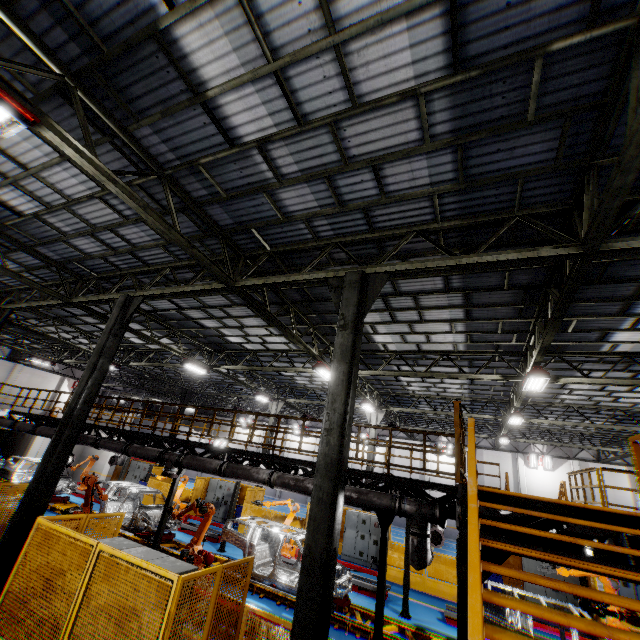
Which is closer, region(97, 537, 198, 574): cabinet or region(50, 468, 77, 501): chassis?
region(97, 537, 198, 574): cabinet

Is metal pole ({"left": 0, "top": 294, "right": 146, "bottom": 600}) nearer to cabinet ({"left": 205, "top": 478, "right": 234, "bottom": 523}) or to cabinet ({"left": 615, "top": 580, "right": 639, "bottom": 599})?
cabinet ({"left": 205, "top": 478, "right": 234, "bottom": 523})

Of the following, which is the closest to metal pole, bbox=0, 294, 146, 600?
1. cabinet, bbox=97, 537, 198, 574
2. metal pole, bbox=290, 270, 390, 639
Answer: cabinet, bbox=97, 537, 198, 574

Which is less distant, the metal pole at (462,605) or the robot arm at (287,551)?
the metal pole at (462,605)

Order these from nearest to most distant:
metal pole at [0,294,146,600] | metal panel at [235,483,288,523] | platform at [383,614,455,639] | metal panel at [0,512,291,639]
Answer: metal panel at [0,512,291,639], metal pole at [0,294,146,600], platform at [383,614,455,639], metal panel at [235,483,288,523]

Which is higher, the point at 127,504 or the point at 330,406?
the point at 330,406

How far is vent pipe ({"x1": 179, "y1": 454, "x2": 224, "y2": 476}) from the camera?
11.04m

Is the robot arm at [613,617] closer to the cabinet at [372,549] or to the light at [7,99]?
the cabinet at [372,549]
